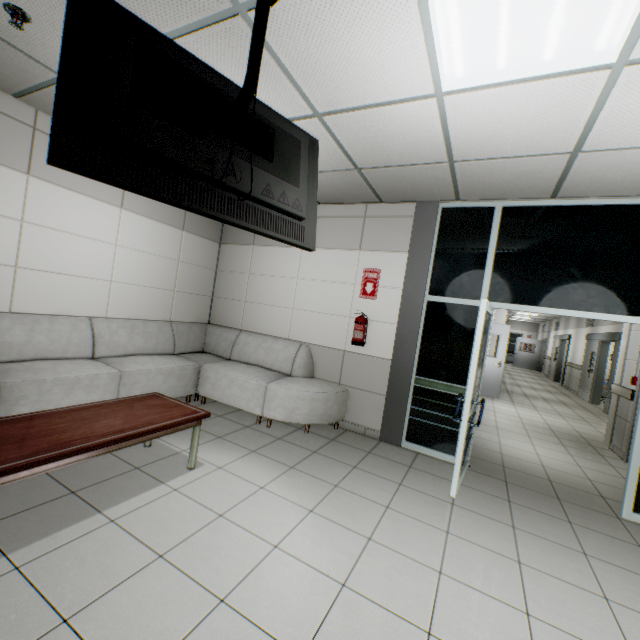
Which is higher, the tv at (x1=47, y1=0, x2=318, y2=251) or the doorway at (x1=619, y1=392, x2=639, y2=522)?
the tv at (x1=47, y1=0, x2=318, y2=251)

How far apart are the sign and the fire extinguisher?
0.3 meters

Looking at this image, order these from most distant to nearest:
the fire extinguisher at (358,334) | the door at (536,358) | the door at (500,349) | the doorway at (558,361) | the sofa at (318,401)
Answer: the door at (536,358) → the doorway at (558,361) → the door at (500,349) → the fire extinguisher at (358,334) → the sofa at (318,401)

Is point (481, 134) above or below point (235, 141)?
above

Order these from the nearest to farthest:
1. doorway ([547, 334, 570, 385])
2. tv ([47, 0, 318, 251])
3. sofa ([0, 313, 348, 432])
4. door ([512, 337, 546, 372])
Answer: tv ([47, 0, 318, 251]), sofa ([0, 313, 348, 432]), doorway ([547, 334, 570, 385]), door ([512, 337, 546, 372])

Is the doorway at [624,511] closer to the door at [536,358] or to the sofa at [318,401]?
the sofa at [318,401]

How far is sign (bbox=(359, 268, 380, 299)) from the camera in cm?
457

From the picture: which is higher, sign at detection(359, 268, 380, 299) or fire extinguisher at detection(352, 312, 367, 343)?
sign at detection(359, 268, 380, 299)
